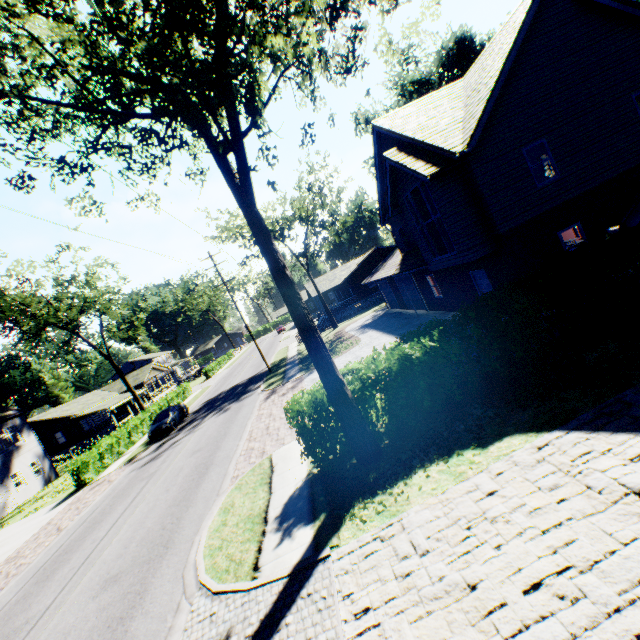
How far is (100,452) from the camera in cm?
2341

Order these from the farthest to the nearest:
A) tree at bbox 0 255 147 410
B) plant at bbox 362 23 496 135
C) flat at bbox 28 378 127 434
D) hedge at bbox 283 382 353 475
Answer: flat at bbox 28 378 127 434, plant at bbox 362 23 496 135, tree at bbox 0 255 147 410, hedge at bbox 283 382 353 475

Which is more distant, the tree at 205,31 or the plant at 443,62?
the plant at 443,62

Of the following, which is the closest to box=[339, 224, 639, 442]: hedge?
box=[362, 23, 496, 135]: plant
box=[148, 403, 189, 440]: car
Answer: box=[362, 23, 496, 135]: plant

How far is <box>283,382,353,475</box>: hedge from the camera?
8.5 meters

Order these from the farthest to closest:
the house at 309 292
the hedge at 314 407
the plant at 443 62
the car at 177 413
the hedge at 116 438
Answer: the house at 309 292 < the plant at 443 62 < the car at 177 413 < the hedge at 116 438 < the hedge at 314 407

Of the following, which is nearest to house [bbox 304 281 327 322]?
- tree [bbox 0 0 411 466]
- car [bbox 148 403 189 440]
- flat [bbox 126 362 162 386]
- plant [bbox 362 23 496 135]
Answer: plant [bbox 362 23 496 135]

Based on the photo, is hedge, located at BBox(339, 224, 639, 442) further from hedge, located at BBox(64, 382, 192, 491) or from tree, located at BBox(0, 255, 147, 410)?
hedge, located at BBox(64, 382, 192, 491)
